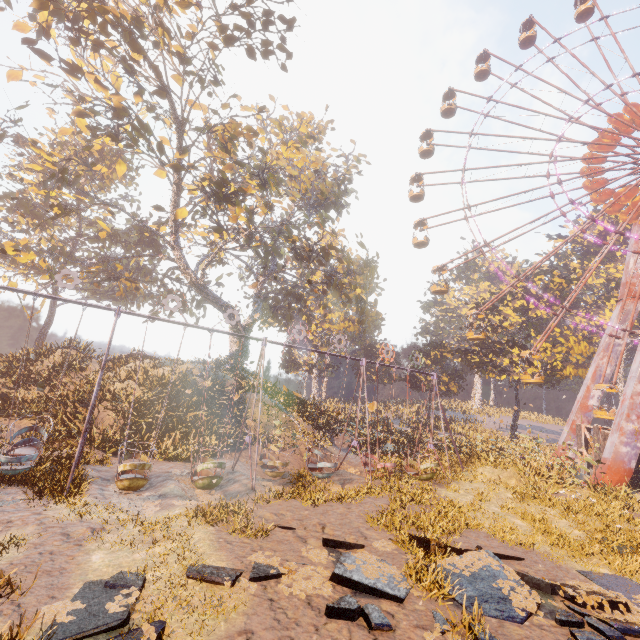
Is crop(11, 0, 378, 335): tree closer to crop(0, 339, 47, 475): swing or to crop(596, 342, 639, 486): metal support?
crop(0, 339, 47, 475): swing

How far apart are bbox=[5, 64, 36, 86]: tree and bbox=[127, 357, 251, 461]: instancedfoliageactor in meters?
19.9

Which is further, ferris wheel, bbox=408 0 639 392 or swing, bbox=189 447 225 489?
ferris wheel, bbox=408 0 639 392

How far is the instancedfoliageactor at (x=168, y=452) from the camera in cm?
1562

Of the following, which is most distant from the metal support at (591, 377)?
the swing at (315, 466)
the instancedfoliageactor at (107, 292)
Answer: the instancedfoliageactor at (107, 292)

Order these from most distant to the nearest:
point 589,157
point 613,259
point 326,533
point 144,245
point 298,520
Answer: point 613,259 < point 144,245 < point 589,157 < point 298,520 < point 326,533

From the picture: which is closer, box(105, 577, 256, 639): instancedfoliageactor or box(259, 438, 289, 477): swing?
box(105, 577, 256, 639): instancedfoliageactor

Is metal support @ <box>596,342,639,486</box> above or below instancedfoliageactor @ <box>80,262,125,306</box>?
below
